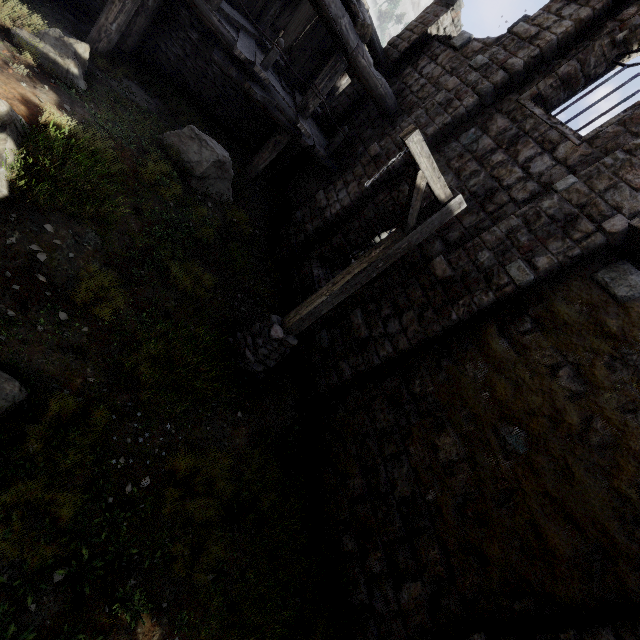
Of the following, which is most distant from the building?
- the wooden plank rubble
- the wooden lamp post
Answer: the wooden lamp post

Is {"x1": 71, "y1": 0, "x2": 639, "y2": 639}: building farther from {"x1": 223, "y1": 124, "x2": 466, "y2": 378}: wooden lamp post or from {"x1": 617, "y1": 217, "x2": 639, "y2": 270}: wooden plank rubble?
{"x1": 223, "y1": 124, "x2": 466, "y2": 378}: wooden lamp post

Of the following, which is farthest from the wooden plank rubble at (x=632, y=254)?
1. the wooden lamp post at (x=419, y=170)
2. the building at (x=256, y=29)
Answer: the wooden lamp post at (x=419, y=170)

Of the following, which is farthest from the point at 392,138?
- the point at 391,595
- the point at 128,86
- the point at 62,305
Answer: the point at 391,595

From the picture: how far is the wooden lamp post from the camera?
4.2m
